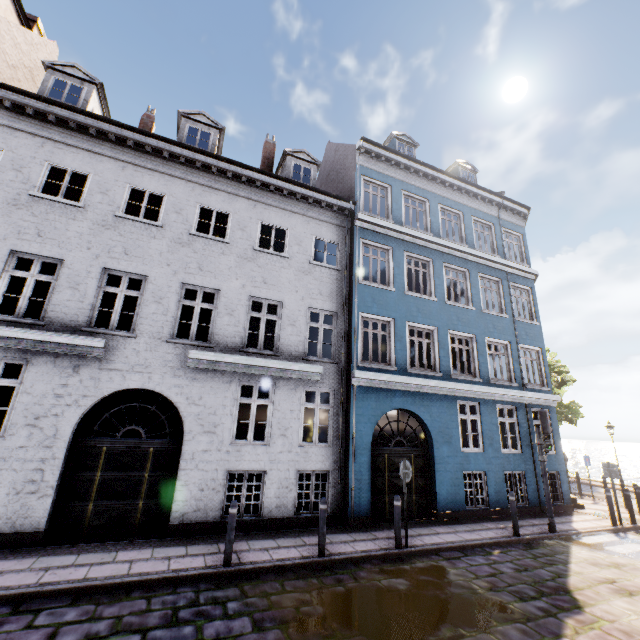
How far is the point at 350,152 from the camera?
13.88m

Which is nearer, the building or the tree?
the building

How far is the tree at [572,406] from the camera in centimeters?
2330cm

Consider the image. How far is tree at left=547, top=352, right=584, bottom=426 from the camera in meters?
23.3 m

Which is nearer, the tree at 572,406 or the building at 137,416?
the building at 137,416
